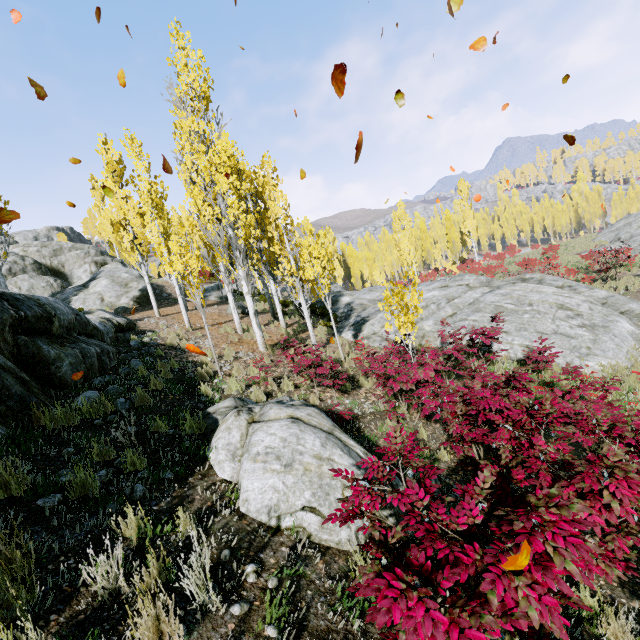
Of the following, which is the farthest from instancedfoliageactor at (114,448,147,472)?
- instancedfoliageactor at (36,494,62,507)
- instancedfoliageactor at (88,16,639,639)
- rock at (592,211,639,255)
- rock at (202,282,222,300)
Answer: rock at (202,282,222,300)

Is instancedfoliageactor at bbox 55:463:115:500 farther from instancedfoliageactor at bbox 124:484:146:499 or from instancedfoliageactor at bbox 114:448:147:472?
instancedfoliageactor at bbox 124:484:146:499

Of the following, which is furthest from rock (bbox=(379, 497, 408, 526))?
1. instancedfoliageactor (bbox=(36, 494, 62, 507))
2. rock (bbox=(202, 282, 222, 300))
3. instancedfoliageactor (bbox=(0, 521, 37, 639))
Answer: rock (bbox=(202, 282, 222, 300))

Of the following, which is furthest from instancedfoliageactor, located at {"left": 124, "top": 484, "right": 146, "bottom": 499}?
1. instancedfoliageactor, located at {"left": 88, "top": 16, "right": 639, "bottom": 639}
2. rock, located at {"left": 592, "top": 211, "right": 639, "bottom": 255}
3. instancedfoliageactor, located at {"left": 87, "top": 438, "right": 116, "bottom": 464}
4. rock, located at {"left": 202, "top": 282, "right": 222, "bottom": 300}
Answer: rock, located at {"left": 202, "top": 282, "right": 222, "bottom": 300}

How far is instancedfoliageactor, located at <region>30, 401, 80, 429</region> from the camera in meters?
4.5 m

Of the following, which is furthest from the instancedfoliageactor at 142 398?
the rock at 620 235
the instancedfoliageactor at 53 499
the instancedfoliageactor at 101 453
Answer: the instancedfoliageactor at 53 499

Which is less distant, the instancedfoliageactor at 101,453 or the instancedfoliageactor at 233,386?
the instancedfoliageactor at 101,453

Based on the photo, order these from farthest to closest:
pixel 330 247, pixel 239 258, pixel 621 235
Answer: pixel 330 247 → pixel 621 235 → pixel 239 258
